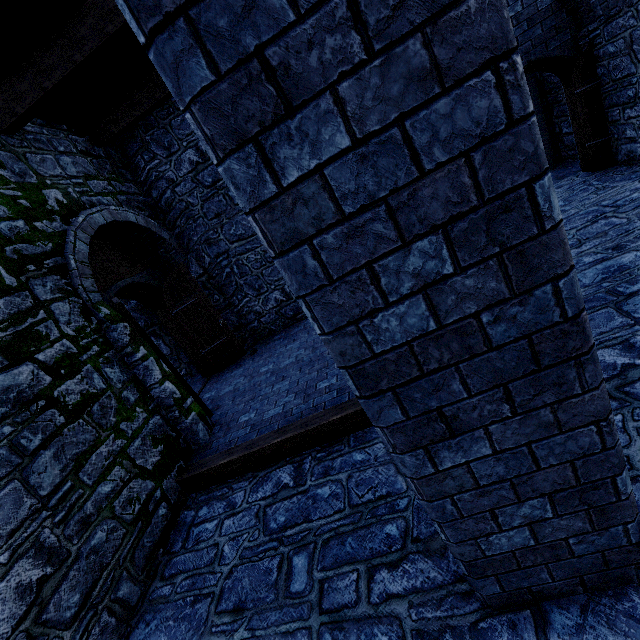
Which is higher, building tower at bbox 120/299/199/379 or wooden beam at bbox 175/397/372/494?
building tower at bbox 120/299/199/379

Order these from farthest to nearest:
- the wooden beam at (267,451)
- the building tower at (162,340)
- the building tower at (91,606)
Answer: the building tower at (162,340) < the wooden beam at (267,451) < the building tower at (91,606)

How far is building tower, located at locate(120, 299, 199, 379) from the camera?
8.0 meters

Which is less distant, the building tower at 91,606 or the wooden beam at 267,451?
the building tower at 91,606

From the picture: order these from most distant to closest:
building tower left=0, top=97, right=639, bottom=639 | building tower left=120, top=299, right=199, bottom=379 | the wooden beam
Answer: building tower left=120, top=299, right=199, bottom=379, the wooden beam, building tower left=0, top=97, right=639, bottom=639

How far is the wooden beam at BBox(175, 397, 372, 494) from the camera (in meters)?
4.04

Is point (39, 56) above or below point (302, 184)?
above

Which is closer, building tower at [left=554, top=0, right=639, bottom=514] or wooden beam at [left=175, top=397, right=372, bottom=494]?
building tower at [left=554, top=0, right=639, bottom=514]
